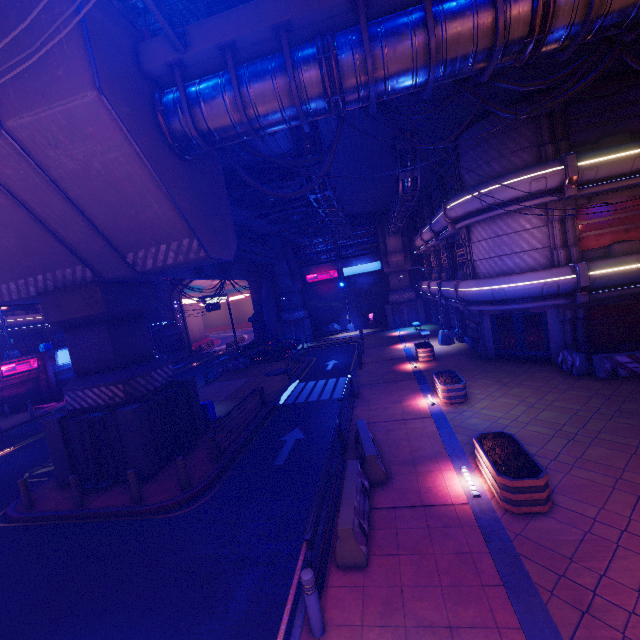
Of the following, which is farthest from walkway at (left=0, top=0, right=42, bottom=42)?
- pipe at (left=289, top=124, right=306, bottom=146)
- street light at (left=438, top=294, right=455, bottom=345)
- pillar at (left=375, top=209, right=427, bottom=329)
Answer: street light at (left=438, top=294, right=455, bottom=345)

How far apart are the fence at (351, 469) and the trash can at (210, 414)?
9.2 meters

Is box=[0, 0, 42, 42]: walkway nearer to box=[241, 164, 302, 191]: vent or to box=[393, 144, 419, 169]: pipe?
box=[241, 164, 302, 191]: vent

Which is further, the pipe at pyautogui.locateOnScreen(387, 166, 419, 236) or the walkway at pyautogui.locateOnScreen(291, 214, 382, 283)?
the walkway at pyautogui.locateOnScreen(291, 214, 382, 283)

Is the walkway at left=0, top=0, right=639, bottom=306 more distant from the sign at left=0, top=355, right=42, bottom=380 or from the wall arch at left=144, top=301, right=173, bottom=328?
the sign at left=0, top=355, right=42, bottom=380

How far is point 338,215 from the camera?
20.75m

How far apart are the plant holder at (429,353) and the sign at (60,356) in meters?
35.4 m

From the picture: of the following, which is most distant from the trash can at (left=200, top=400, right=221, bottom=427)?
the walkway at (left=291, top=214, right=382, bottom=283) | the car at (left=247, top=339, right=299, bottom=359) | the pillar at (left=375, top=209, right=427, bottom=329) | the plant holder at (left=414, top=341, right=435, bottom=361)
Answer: the walkway at (left=291, top=214, right=382, bottom=283)
